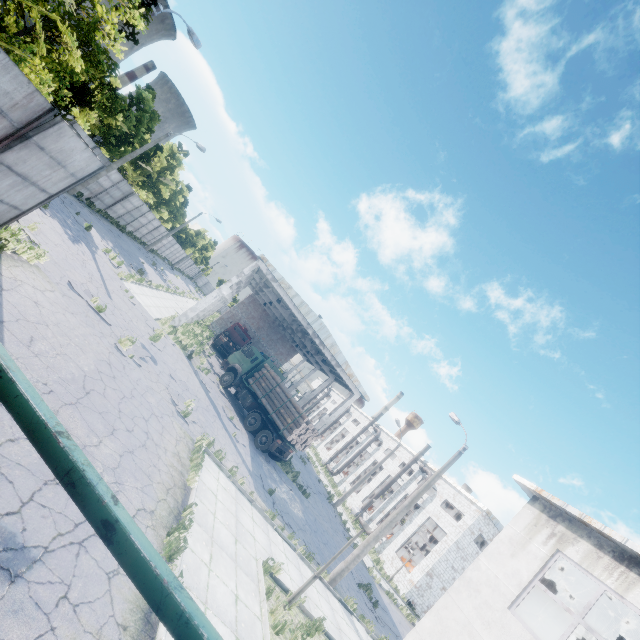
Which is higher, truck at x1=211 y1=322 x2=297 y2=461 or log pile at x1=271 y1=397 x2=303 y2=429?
log pile at x1=271 y1=397 x2=303 y2=429

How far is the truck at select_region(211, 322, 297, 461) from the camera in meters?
20.3

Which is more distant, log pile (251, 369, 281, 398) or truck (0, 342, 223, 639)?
log pile (251, 369, 281, 398)

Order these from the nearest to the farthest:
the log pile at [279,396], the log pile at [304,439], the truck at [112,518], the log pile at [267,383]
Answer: the truck at [112,518]
the log pile at [304,439]
the log pile at [279,396]
the log pile at [267,383]

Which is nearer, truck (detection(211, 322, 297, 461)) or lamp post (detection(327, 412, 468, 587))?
lamp post (detection(327, 412, 468, 587))

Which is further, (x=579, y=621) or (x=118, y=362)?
(x=118, y=362)

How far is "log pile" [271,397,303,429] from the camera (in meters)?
20.19

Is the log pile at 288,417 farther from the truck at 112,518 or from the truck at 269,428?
the truck at 112,518
